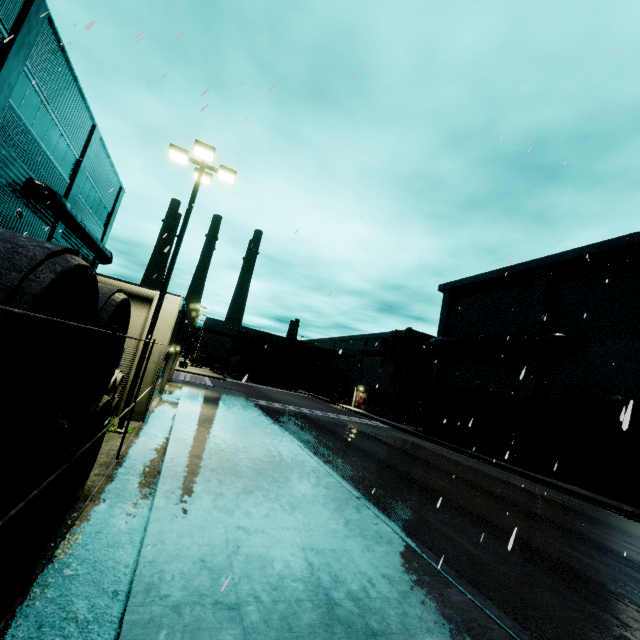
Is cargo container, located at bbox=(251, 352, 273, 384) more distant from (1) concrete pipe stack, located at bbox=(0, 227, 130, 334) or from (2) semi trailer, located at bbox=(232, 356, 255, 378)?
(1) concrete pipe stack, located at bbox=(0, 227, 130, 334)

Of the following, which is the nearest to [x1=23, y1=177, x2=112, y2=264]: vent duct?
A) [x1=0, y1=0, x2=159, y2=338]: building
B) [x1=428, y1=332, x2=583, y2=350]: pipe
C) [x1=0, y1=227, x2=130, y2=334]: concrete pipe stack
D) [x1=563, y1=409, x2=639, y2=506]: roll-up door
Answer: [x1=0, y1=0, x2=159, y2=338]: building

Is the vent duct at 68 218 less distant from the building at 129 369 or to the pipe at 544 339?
the building at 129 369

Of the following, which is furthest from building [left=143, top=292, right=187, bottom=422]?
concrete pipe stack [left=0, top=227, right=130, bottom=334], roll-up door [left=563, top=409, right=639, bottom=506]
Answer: concrete pipe stack [left=0, top=227, right=130, bottom=334]

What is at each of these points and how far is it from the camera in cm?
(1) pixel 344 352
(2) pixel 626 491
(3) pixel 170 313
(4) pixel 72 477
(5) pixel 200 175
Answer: (1) building, 5394
(2) roll-up door, 1775
(3) building, 1292
(4) concrete pipe stack, 602
(5) light, 1203

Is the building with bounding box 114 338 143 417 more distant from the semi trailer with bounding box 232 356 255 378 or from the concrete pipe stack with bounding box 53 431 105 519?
the concrete pipe stack with bounding box 53 431 105 519

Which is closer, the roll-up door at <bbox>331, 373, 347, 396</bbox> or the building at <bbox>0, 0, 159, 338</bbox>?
the building at <bbox>0, 0, 159, 338</bbox>

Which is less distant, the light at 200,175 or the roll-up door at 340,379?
the light at 200,175
